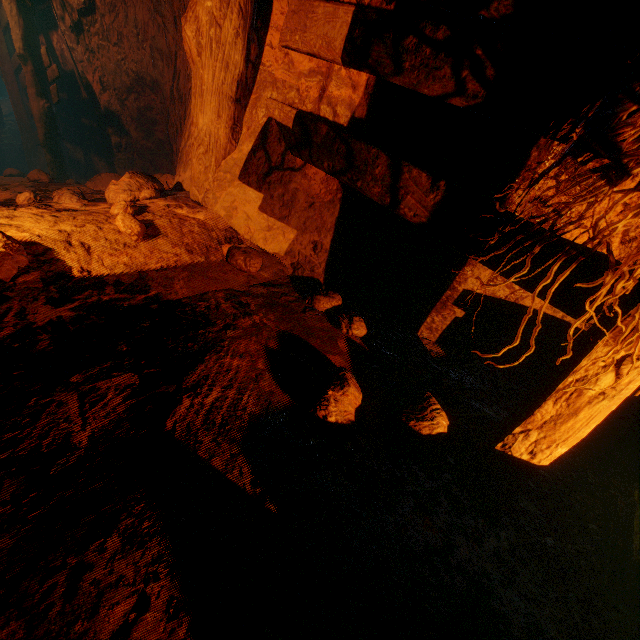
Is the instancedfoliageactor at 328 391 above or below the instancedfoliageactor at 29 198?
above

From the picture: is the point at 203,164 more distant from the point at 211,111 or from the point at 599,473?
the point at 599,473

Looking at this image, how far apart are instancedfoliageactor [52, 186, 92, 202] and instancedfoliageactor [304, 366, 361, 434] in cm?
273

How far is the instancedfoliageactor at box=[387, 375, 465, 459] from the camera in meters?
1.4 m

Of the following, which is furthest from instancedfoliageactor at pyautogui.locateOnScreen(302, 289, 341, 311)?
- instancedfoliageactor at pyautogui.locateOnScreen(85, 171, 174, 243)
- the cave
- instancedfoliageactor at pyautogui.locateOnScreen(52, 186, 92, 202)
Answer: instancedfoliageactor at pyautogui.locateOnScreen(52, 186, 92, 202)

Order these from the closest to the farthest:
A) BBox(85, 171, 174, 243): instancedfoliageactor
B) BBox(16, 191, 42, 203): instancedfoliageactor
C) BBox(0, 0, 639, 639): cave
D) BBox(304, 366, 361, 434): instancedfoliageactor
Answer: BBox(0, 0, 639, 639): cave, BBox(304, 366, 361, 434): instancedfoliageactor, BBox(85, 171, 174, 243): instancedfoliageactor, BBox(16, 191, 42, 203): instancedfoliageactor

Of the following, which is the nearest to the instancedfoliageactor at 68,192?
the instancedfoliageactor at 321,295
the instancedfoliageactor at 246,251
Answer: the instancedfoliageactor at 246,251

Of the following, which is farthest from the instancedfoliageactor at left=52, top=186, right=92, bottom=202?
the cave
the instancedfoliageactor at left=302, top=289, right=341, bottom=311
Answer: the instancedfoliageactor at left=302, top=289, right=341, bottom=311
